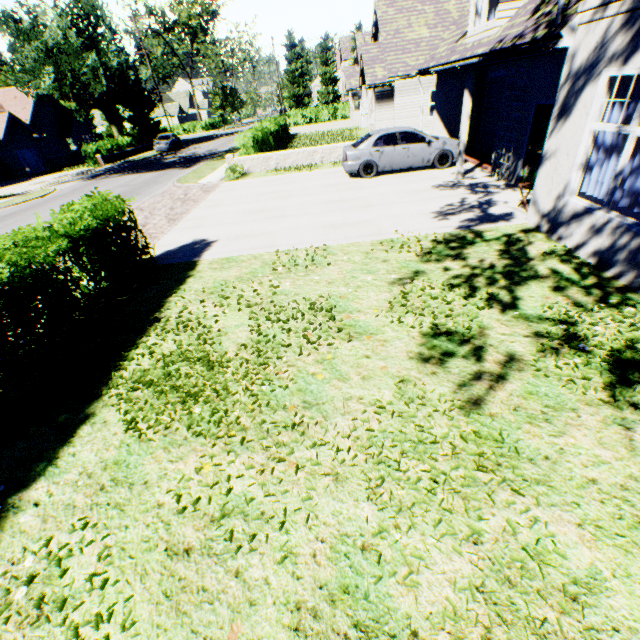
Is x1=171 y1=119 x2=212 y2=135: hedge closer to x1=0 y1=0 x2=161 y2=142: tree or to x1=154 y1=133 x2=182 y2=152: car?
x1=0 y1=0 x2=161 y2=142: tree

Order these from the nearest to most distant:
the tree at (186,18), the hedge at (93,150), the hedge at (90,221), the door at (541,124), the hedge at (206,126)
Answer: the hedge at (90,221) < the door at (541,124) < the hedge at (93,150) < the tree at (186,18) < the hedge at (206,126)

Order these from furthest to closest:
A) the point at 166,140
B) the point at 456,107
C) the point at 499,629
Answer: the point at 166,140, the point at 456,107, the point at 499,629

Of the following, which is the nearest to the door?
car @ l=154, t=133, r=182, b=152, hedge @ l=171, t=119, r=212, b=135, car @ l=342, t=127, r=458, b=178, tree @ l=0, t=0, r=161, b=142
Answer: car @ l=342, t=127, r=458, b=178

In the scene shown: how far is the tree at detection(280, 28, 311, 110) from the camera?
52.8 meters

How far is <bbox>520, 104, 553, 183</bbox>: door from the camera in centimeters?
851cm

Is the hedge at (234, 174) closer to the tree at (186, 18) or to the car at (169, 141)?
the tree at (186, 18)

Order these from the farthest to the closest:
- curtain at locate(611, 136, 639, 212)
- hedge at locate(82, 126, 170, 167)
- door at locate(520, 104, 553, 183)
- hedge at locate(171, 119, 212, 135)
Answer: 1. hedge at locate(171, 119, 212, 135)
2. hedge at locate(82, 126, 170, 167)
3. door at locate(520, 104, 553, 183)
4. curtain at locate(611, 136, 639, 212)
